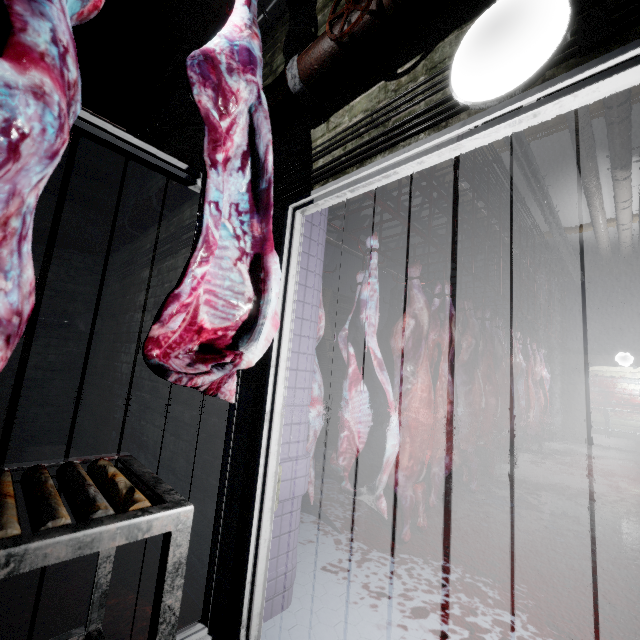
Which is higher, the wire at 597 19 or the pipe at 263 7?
the pipe at 263 7

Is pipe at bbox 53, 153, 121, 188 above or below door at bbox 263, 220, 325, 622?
above

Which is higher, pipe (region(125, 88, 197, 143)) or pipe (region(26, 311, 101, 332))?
pipe (region(125, 88, 197, 143))

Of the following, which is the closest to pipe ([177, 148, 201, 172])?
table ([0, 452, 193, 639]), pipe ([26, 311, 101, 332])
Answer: pipe ([26, 311, 101, 332])

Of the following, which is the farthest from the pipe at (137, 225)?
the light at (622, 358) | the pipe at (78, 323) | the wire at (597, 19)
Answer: the light at (622, 358)

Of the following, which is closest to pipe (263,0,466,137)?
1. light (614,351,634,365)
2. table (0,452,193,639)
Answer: table (0,452,193,639)

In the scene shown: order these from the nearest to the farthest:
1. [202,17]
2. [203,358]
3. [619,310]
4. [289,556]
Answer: [203,358], [289,556], [202,17], [619,310]

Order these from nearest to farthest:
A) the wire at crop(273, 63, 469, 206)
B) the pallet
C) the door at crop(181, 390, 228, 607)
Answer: the wire at crop(273, 63, 469, 206) → the door at crop(181, 390, 228, 607) → the pallet
